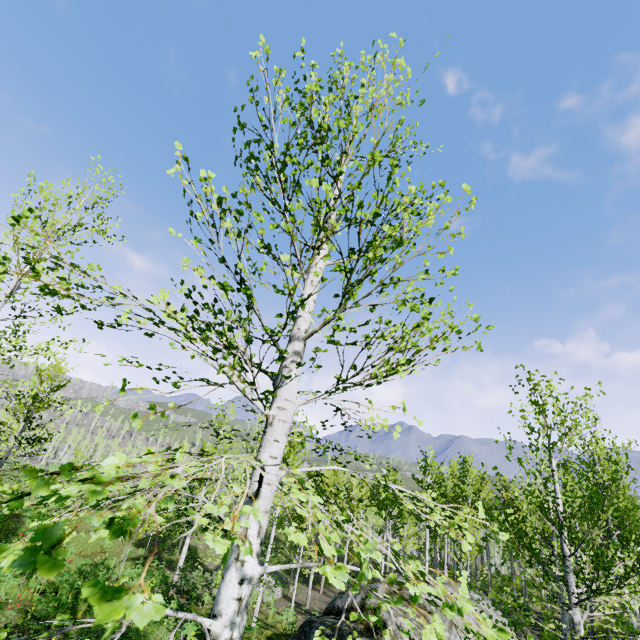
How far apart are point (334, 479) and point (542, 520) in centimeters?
1792cm

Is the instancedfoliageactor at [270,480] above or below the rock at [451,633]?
above

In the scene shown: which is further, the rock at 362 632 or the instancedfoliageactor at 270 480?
the rock at 362 632

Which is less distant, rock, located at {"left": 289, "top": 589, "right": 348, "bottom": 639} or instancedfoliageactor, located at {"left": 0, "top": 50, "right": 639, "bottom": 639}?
instancedfoliageactor, located at {"left": 0, "top": 50, "right": 639, "bottom": 639}

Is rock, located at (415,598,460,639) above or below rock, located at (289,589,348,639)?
above
